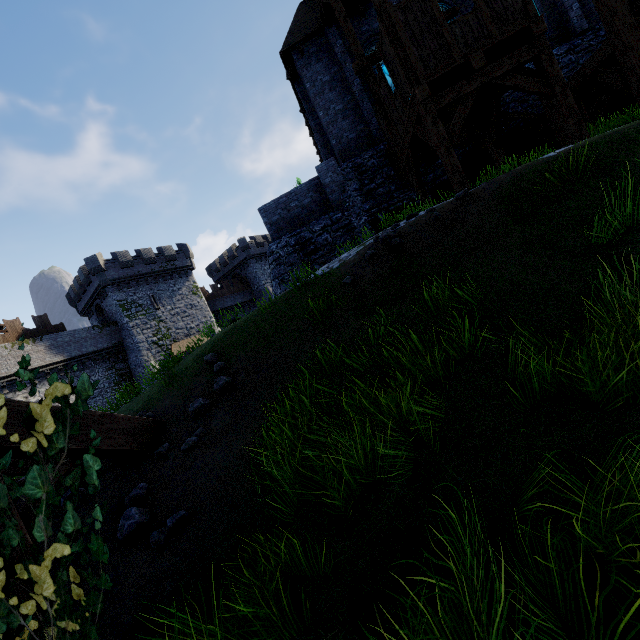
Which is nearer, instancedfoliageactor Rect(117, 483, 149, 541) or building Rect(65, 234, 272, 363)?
instancedfoliageactor Rect(117, 483, 149, 541)

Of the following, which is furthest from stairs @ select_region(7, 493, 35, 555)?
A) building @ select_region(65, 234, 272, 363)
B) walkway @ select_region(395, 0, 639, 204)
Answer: building @ select_region(65, 234, 272, 363)

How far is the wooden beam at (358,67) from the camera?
11.97m

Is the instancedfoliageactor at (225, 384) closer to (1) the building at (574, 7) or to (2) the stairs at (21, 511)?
(2) the stairs at (21, 511)

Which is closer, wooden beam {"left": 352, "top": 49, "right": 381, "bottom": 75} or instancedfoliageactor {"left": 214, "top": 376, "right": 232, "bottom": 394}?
instancedfoliageactor {"left": 214, "top": 376, "right": 232, "bottom": 394}

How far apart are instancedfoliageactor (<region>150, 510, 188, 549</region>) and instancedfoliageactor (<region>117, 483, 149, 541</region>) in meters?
0.3 m

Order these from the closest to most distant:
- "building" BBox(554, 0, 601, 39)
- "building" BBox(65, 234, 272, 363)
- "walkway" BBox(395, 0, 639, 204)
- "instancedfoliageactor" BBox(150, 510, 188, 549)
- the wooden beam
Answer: "instancedfoliageactor" BBox(150, 510, 188, 549) → "walkway" BBox(395, 0, 639, 204) → the wooden beam → "building" BBox(554, 0, 601, 39) → "building" BBox(65, 234, 272, 363)

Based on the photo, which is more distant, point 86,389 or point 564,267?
point 564,267
